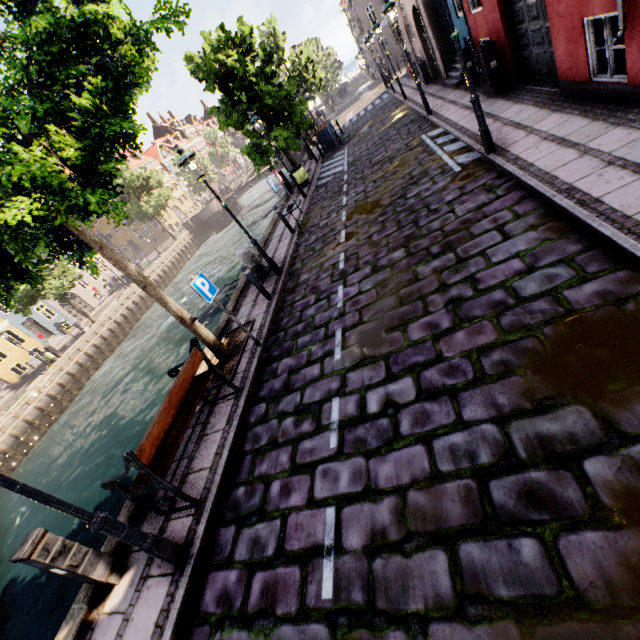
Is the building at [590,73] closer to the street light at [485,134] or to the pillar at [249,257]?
the street light at [485,134]

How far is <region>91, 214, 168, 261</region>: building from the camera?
52.7m

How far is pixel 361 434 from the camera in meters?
3.9 m

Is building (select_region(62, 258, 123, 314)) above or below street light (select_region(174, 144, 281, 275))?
below

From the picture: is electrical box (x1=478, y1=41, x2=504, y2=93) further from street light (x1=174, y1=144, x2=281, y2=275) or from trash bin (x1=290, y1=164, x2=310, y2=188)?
trash bin (x1=290, y1=164, x2=310, y2=188)

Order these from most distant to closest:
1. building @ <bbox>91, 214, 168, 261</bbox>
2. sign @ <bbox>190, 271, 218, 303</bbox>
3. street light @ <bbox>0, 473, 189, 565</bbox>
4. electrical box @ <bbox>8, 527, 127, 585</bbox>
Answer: building @ <bbox>91, 214, 168, 261</bbox> < sign @ <bbox>190, 271, 218, 303</bbox> < electrical box @ <bbox>8, 527, 127, 585</bbox> < street light @ <bbox>0, 473, 189, 565</bbox>

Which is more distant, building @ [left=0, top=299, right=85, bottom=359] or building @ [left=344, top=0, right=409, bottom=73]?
building @ [left=0, top=299, right=85, bottom=359]

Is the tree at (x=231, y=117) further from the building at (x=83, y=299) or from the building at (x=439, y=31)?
the building at (x=83, y=299)
